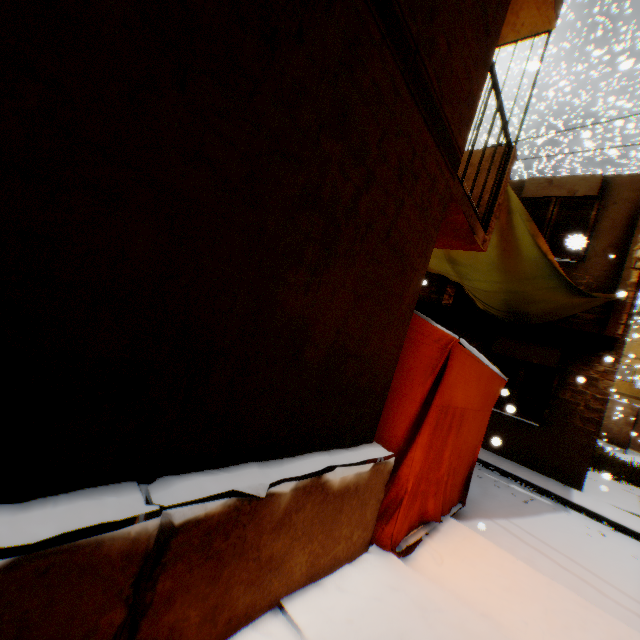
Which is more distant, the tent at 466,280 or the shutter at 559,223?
the shutter at 559,223

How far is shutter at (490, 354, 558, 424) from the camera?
8.7 meters

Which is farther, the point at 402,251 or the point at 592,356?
the point at 592,356

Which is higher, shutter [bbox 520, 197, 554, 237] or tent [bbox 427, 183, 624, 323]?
shutter [bbox 520, 197, 554, 237]

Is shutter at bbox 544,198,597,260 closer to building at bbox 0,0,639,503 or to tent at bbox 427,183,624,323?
building at bbox 0,0,639,503

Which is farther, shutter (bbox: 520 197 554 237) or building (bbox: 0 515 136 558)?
shutter (bbox: 520 197 554 237)

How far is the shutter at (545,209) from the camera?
8.09m

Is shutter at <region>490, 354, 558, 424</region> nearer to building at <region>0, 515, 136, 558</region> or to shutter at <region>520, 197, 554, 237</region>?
building at <region>0, 515, 136, 558</region>
